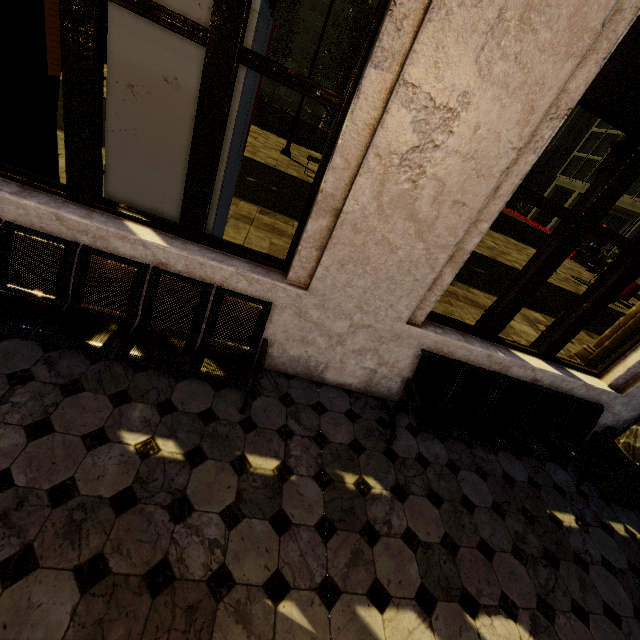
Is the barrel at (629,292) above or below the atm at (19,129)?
below

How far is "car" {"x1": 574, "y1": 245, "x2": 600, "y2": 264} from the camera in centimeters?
2941cm

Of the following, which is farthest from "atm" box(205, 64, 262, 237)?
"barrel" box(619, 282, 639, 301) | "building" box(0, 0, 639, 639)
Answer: "barrel" box(619, 282, 639, 301)

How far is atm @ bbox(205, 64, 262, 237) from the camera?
2.7m

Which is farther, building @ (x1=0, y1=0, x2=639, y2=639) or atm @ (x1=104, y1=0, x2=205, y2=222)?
atm @ (x1=104, y1=0, x2=205, y2=222)

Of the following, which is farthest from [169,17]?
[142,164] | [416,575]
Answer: [416,575]

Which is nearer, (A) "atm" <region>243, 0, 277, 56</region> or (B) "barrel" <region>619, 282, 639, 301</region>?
(A) "atm" <region>243, 0, 277, 56</region>

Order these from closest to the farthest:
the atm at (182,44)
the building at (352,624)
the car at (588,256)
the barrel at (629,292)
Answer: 1. the building at (352,624)
2. the atm at (182,44)
3. the barrel at (629,292)
4. the car at (588,256)
